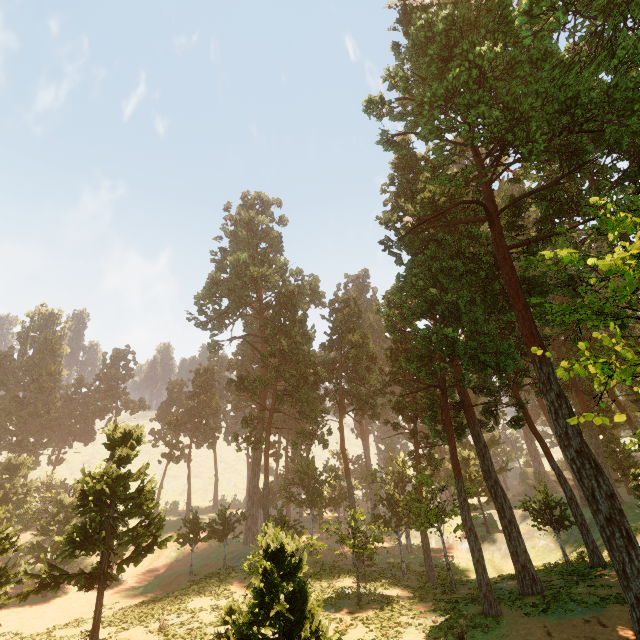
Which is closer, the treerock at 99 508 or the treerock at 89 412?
the treerock at 99 508

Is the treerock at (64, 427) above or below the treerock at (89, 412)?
below

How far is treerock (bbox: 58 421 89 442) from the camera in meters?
57.8

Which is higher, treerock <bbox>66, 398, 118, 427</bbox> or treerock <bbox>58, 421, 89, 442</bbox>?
treerock <bbox>66, 398, 118, 427</bbox>

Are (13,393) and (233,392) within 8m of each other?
no

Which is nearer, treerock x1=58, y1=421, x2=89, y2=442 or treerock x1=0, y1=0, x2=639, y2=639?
treerock x1=0, y1=0, x2=639, y2=639
